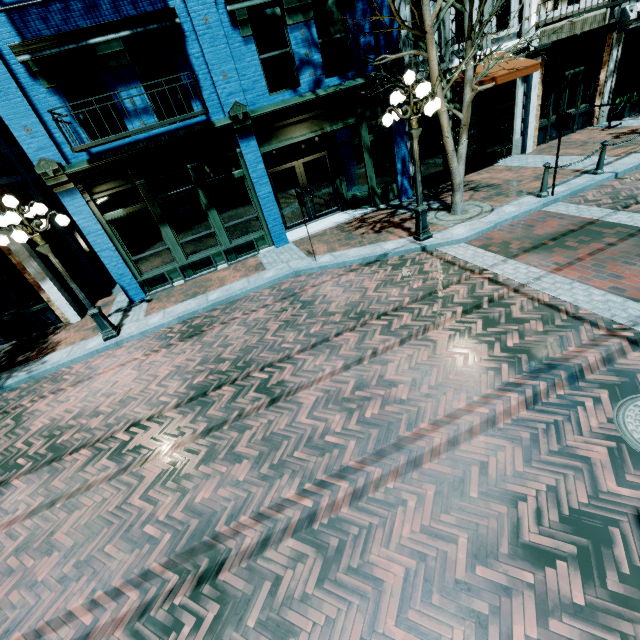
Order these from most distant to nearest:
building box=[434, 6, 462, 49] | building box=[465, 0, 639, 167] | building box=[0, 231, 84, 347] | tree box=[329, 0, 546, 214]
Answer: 1. building box=[465, 0, 639, 167]
2. building box=[434, 6, 462, 49]
3. building box=[0, 231, 84, 347]
4. tree box=[329, 0, 546, 214]

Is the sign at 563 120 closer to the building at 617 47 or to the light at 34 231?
the building at 617 47

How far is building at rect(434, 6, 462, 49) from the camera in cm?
1001

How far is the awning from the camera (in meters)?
9.62

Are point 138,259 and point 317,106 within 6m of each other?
no

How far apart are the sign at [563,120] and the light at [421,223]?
3.2m

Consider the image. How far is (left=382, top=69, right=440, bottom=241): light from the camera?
6.6 meters

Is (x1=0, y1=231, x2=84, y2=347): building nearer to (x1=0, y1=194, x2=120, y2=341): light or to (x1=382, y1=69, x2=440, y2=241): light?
(x1=0, y1=194, x2=120, y2=341): light
